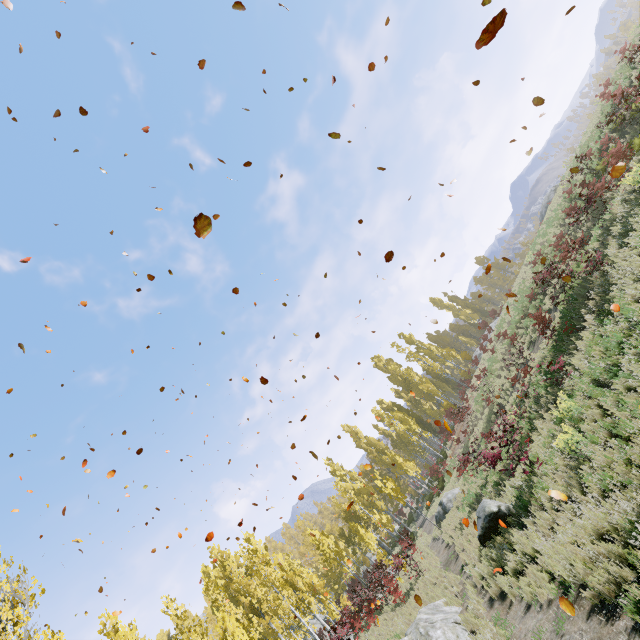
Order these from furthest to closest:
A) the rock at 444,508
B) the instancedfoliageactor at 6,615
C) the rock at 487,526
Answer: the rock at 444,508, the rock at 487,526, the instancedfoliageactor at 6,615

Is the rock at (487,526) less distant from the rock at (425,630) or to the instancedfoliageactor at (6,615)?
the instancedfoliageactor at (6,615)

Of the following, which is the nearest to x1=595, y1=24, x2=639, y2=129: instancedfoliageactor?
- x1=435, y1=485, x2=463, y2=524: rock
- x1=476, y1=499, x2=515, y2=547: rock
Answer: x1=435, y1=485, x2=463, y2=524: rock

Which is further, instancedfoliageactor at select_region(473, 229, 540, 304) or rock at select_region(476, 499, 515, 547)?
instancedfoliageactor at select_region(473, 229, 540, 304)

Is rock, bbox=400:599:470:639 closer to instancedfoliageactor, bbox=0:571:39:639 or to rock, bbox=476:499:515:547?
instancedfoliageactor, bbox=0:571:39:639

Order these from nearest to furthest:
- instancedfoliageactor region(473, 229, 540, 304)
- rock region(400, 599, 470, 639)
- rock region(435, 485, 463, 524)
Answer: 1. rock region(400, 599, 470, 639)
2. rock region(435, 485, 463, 524)
3. instancedfoliageactor region(473, 229, 540, 304)

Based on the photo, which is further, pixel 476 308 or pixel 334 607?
pixel 476 308
